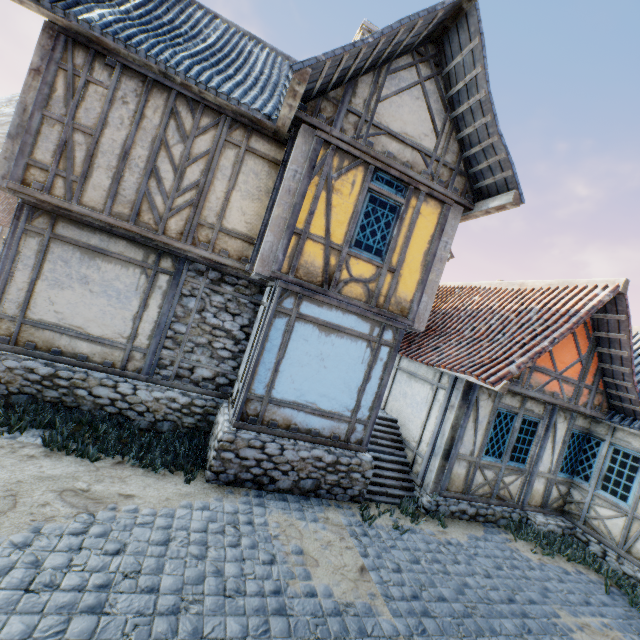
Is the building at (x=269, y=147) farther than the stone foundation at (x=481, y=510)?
No

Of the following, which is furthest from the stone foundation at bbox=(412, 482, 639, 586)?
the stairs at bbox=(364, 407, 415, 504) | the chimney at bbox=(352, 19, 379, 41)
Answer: the chimney at bbox=(352, 19, 379, 41)

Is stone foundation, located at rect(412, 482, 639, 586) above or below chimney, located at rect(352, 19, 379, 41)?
below

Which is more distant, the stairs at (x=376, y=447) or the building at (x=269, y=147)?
the stairs at (x=376, y=447)

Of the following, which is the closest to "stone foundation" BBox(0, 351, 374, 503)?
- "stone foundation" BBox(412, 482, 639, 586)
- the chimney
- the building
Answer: the building

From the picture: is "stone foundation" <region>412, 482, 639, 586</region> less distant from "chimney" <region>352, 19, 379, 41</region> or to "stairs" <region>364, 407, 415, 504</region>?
"stairs" <region>364, 407, 415, 504</region>

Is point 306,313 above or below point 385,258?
below

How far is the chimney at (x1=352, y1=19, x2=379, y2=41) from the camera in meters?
9.5 m
